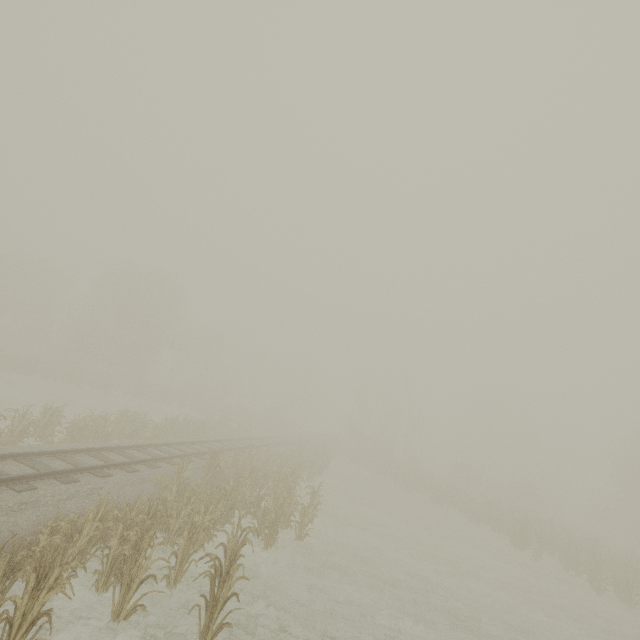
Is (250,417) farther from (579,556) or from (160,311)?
(579,556)
